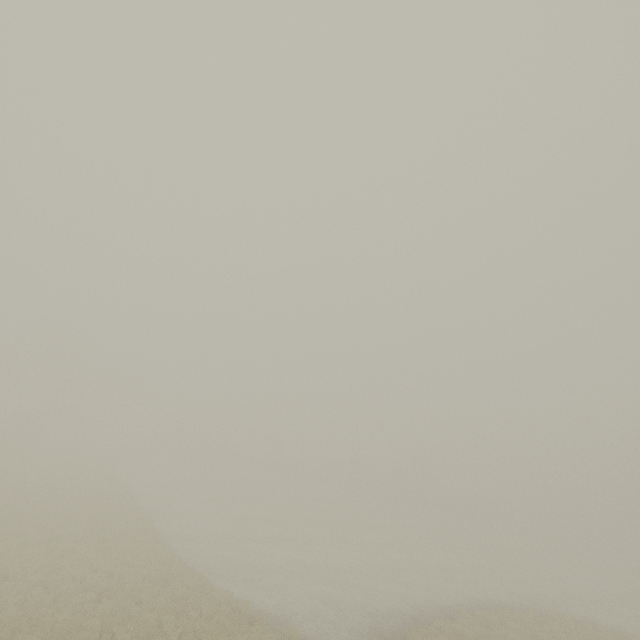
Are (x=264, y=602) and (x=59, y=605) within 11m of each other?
yes
